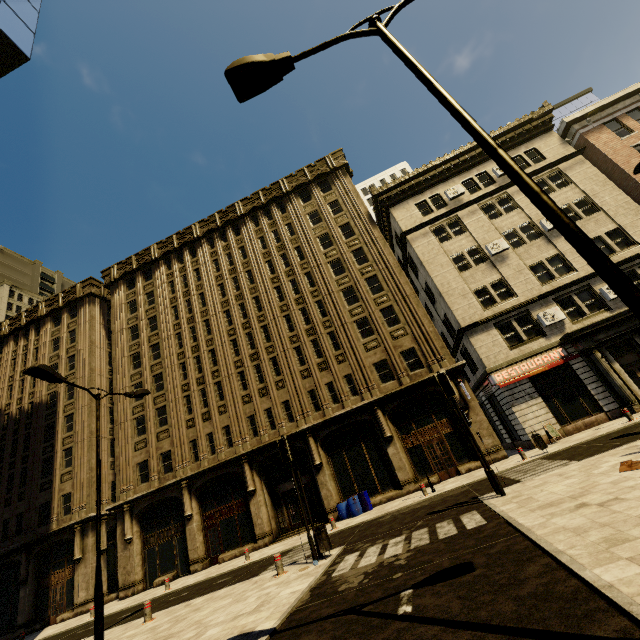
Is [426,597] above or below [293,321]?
below

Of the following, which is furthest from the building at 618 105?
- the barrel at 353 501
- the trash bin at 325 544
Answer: the trash bin at 325 544

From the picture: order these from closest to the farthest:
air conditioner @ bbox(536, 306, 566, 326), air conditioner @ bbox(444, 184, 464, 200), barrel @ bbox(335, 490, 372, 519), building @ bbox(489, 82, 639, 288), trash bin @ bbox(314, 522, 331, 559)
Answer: trash bin @ bbox(314, 522, 331, 559) → barrel @ bbox(335, 490, 372, 519) → air conditioner @ bbox(536, 306, 566, 326) → building @ bbox(489, 82, 639, 288) → air conditioner @ bbox(444, 184, 464, 200)

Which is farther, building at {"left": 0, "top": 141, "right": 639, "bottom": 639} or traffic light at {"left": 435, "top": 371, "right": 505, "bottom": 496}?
building at {"left": 0, "top": 141, "right": 639, "bottom": 639}

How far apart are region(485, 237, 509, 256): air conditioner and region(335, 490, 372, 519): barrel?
17.9 meters

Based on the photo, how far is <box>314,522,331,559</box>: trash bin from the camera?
10.1 meters

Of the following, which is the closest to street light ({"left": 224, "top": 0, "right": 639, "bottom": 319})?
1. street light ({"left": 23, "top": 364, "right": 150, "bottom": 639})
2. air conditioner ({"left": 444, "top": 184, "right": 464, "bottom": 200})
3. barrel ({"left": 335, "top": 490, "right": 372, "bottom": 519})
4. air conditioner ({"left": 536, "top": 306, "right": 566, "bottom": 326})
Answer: street light ({"left": 23, "top": 364, "right": 150, "bottom": 639})

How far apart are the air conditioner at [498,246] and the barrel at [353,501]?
17.9m
